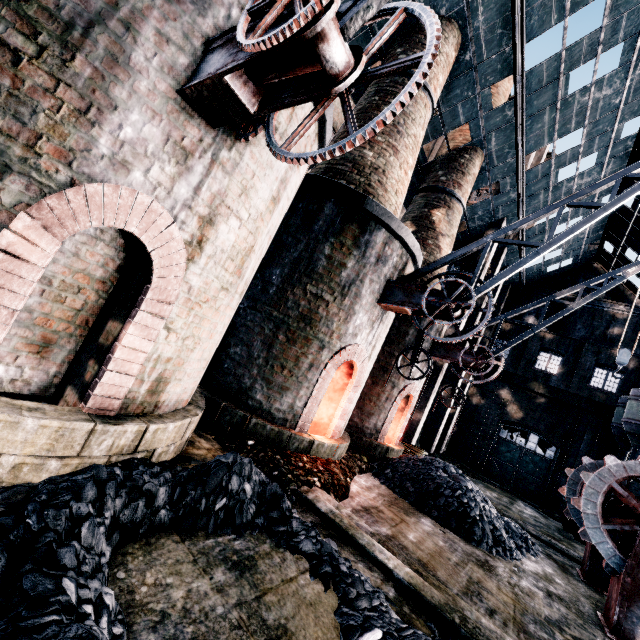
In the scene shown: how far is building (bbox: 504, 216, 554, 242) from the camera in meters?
22.7 m

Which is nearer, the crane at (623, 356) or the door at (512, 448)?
the crane at (623, 356)

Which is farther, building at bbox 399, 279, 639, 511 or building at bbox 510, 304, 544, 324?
building at bbox 510, 304, 544, 324

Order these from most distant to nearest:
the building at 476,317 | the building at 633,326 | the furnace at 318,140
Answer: the building at 633,326, the building at 476,317, the furnace at 318,140

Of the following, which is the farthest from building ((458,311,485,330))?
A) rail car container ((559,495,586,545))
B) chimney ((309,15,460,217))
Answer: rail car container ((559,495,586,545))

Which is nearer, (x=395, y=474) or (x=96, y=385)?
(x=96, y=385)

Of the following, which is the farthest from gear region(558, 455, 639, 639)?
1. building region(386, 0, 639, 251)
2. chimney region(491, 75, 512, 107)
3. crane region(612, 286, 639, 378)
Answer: chimney region(491, 75, 512, 107)

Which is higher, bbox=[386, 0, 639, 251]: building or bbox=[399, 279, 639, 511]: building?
bbox=[386, 0, 639, 251]: building
